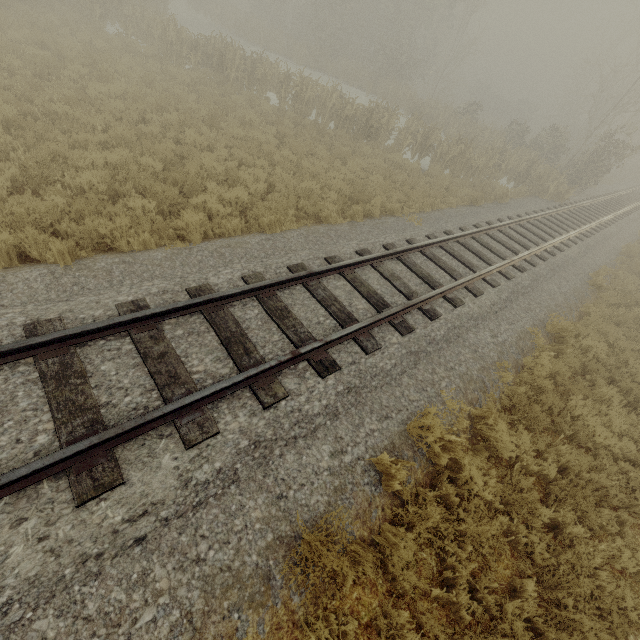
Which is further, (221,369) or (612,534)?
(612,534)
